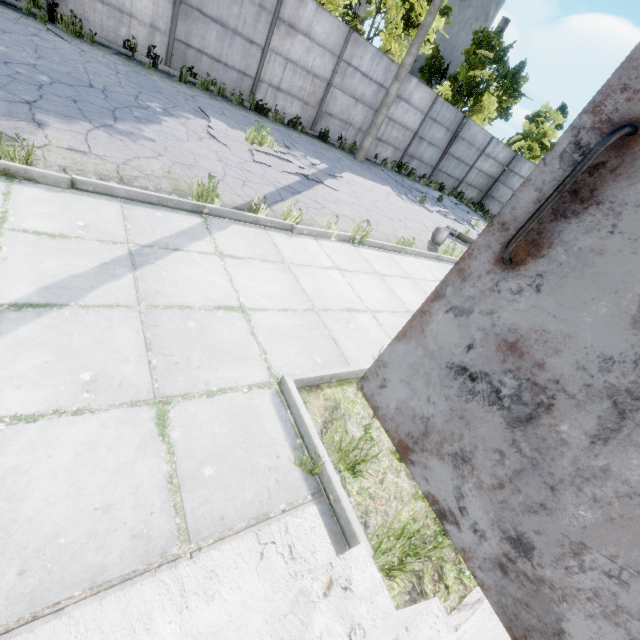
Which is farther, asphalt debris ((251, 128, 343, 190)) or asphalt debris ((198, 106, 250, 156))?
asphalt debris ((251, 128, 343, 190))

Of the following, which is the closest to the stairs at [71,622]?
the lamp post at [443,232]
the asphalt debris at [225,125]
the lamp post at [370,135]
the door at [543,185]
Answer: the door at [543,185]

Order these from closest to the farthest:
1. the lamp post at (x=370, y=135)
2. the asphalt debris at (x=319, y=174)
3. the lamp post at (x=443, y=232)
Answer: the asphalt debris at (x=319, y=174), the lamp post at (x=443, y=232), the lamp post at (x=370, y=135)

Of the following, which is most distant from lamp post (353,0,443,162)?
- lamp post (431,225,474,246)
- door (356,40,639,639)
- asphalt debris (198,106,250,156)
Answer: door (356,40,639,639)

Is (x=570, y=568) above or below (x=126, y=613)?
above

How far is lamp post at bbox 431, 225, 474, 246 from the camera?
8.7m

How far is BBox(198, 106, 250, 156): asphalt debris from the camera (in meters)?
7.52

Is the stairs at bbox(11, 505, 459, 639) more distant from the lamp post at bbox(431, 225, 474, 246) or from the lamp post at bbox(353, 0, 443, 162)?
the lamp post at bbox(353, 0, 443, 162)
